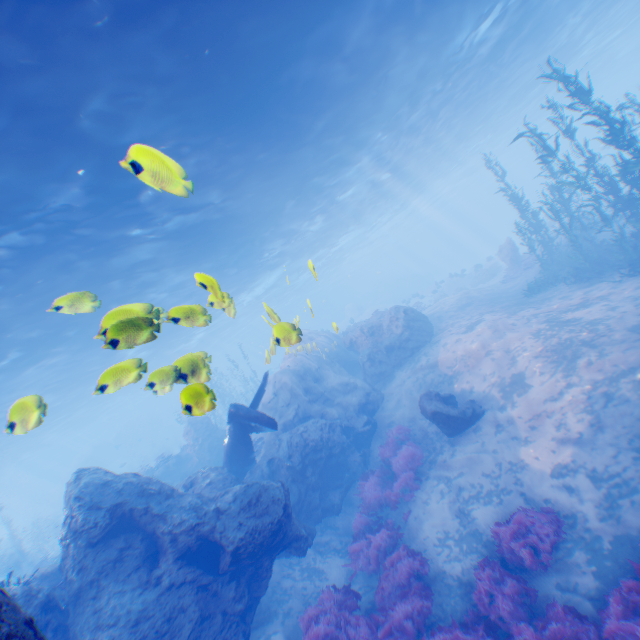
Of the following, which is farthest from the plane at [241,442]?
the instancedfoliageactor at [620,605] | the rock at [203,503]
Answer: the instancedfoliageactor at [620,605]

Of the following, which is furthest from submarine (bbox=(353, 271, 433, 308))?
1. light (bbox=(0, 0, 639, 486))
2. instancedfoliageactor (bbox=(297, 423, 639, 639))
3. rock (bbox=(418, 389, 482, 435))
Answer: rock (bbox=(418, 389, 482, 435))

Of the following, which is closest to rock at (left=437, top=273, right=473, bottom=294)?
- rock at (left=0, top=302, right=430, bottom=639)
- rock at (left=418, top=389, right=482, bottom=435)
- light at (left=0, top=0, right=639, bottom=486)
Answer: rock at (left=0, top=302, right=430, bottom=639)

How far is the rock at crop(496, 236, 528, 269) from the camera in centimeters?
2488cm

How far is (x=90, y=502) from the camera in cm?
875

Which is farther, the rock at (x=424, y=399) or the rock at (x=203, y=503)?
the rock at (x=424, y=399)

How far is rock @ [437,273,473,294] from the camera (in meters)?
36.22

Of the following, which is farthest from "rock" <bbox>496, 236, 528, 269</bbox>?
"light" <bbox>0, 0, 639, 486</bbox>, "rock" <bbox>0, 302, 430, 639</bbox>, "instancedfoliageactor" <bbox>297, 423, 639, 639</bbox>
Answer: "instancedfoliageactor" <bbox>297, 423, 639, 639</bbox>
